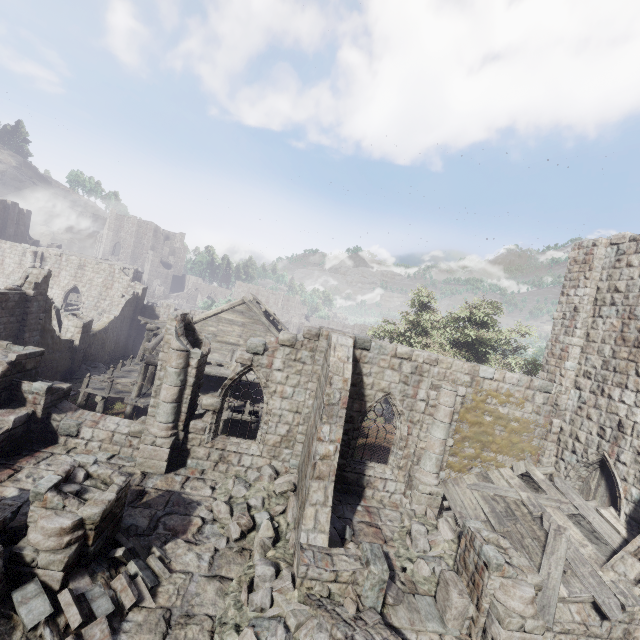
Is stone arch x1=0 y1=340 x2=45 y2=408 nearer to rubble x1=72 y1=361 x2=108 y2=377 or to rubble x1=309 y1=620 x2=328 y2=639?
rubble x1=309 y1=620 x2=328 y2=639

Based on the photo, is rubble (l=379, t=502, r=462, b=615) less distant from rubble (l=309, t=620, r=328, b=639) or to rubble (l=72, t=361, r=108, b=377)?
rubble (l=309, t=620, r=328, b=639)

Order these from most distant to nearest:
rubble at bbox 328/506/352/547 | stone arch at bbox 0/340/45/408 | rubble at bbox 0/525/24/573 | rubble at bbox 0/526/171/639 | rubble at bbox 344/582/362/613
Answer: stone arch at bbox 0/340/45/408
rubble at bbox 328/506/352/547
rubble at bbox 344/582/362/613
rubble at bbox 0/525/24/573
rubble at bbox 0/526/171/639

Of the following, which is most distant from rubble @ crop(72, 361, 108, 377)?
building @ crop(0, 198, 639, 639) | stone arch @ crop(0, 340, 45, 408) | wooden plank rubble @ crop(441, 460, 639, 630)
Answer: wooden plank rubble @ crop(441, 460, 639, 630)

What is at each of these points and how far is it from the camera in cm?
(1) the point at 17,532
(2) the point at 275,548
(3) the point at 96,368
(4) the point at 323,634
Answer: (1) rubble, 686
(2) rubble, 869
(3) rubble, 2619
(4) rubble, 636

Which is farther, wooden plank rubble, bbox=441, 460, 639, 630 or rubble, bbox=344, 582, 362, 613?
wooden plank rubble, bbox=441, 460, 639, 630

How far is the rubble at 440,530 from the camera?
8.6 meters

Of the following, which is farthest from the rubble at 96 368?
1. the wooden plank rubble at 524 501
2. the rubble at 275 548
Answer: the wooden plank rubble at 524 501
